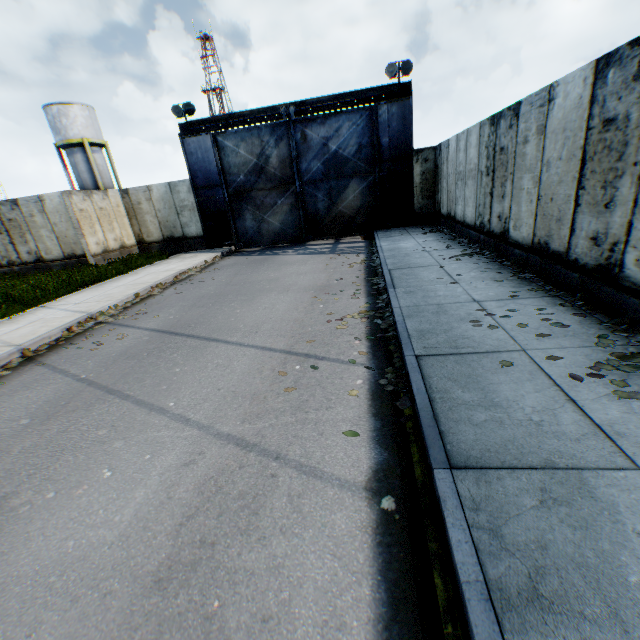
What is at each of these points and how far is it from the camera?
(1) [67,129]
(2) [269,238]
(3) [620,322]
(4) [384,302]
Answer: (1) vertical tank, 29.8m
(2) metal gate, 17.3m
(3) leaf decal, 4.3m
(4) leaf decal, 6.9m

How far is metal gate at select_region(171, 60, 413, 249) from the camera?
14.6 meters

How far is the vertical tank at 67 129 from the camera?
29.48m

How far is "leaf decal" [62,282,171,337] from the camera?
7.7 meters

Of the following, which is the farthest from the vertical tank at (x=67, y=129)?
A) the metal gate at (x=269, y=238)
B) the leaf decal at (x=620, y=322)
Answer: the leaf decal at (x=620, y=322)

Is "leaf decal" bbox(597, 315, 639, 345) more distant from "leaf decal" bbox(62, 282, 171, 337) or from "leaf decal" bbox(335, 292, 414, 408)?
"leaf decal" bbox(62, 282, 171, 337)

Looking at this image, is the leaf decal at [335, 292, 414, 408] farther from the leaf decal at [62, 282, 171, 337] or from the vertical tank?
the vertical tank
